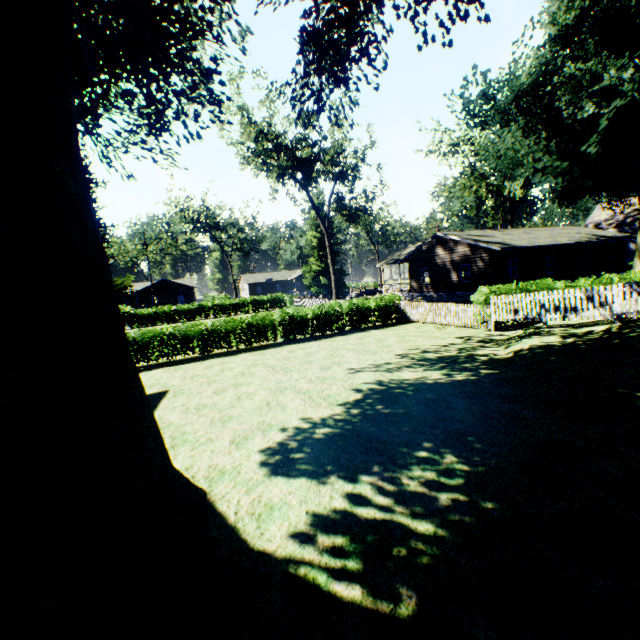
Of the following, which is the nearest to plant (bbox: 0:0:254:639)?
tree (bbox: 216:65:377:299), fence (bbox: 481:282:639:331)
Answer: fence (bbox: 481:282:639:331)

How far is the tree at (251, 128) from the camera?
26.6m

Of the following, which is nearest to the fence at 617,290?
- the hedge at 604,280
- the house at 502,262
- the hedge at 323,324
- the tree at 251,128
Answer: the hedge at 323,324

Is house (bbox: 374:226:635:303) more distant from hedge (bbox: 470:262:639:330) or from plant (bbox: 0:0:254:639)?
hedge (bbox: 470:262:639:330)

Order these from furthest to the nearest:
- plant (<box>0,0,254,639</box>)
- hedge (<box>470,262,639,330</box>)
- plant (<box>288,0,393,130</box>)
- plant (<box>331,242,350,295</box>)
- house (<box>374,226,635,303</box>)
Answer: plant (<box>331,242,350,295</box>), house (<box>374,226,635,303</box>), hedge (<box>470,262,639,330</box>), plant (<box>288,0,393,130</box>), plant (<box>0,0,254,639</box>)

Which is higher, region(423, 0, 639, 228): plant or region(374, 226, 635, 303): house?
region(423, 0, 639, 228): plant

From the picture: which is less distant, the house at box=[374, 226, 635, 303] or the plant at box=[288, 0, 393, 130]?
the plant at box=[288, 0, 393, 130]

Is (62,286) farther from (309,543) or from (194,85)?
(194,85)
